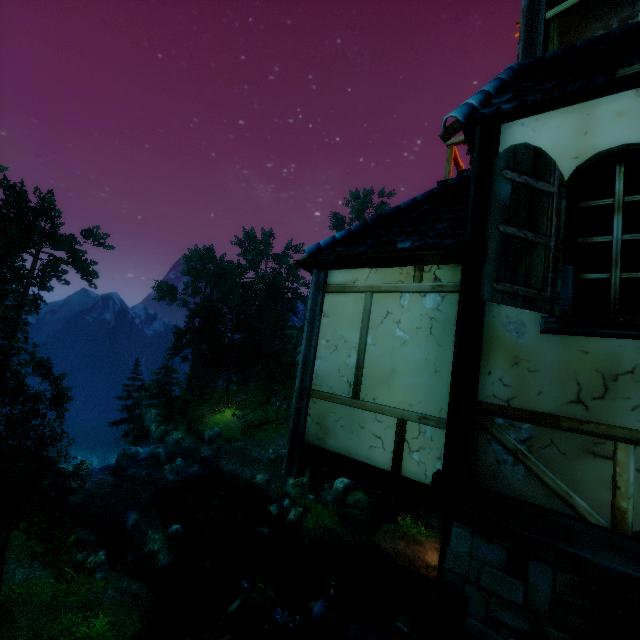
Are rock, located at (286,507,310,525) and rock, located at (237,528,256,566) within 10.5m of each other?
yes

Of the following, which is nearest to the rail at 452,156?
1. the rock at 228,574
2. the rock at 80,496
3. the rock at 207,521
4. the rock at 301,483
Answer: the rock at 228,574

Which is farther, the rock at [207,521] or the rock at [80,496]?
the rock at [207,521]

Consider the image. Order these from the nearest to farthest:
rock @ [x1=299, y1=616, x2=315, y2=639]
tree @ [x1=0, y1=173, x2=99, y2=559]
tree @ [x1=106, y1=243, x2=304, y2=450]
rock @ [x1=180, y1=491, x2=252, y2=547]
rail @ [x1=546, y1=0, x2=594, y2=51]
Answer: rail @ [x1=546, y1=0, x2=594, y2=51], tree @ [x1=0, y1=173, x2=99, y2=559], rock @ [x1=299, y1=616, x2=315, y2=639], rock @ [x1=180, y1=491, x2=252, y2=547], tree @ [x1=106, y1=243, x2=304, y2=450]

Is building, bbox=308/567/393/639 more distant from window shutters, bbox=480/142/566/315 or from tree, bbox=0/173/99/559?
tree, bbox=0/173/99/559

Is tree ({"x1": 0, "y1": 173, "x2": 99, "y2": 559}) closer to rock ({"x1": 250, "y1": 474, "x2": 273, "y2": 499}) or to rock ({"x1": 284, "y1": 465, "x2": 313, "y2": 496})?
rock ({"x1": 284, "y1": 465, "x2": 313, "y2": 496})

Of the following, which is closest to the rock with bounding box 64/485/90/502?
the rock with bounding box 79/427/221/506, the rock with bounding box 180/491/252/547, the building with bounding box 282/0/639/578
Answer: the rock with bounding box 79/427/221/506

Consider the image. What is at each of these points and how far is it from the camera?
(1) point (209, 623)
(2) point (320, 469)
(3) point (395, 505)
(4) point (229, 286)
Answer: (1) wooden platform, 13.7m
(2) wooden platform, 4.1m
(3) wooden platform, 3.6m
(4) tree, 47.9m
